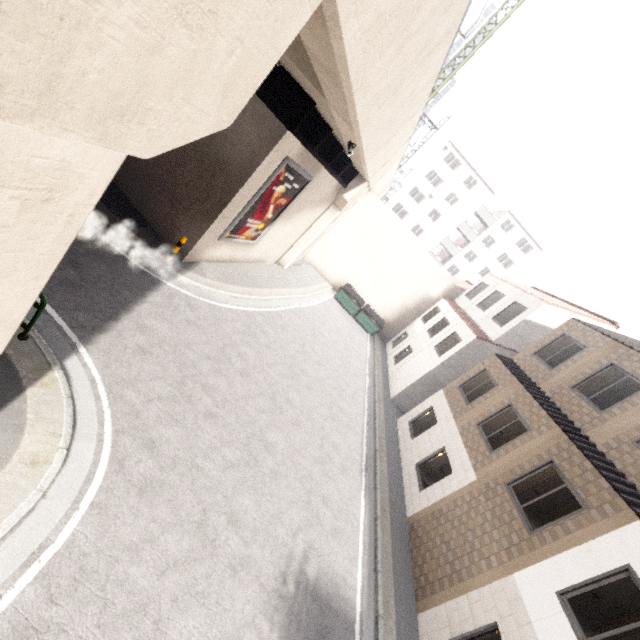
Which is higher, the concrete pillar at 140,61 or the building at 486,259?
the building at 486,259

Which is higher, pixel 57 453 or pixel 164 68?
pixel 164 68

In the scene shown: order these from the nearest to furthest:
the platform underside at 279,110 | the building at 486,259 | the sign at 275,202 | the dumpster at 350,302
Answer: the platform underside at 279,110
the sign at 275,202
the dumpster at 350,302
the building at 486,259

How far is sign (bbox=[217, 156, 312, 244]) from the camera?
11.6m

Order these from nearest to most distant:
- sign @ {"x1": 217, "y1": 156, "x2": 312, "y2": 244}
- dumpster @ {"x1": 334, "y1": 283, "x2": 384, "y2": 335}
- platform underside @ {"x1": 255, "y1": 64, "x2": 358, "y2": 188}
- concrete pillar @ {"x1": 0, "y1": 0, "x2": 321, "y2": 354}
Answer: concrete pillar @ {"x1": 0, "y1": 0, "x2": 321, "y2": 354} < platform underside @ {"x1": 255, "y1": 64, "x2": 358, "y2": 188} < sign @ {"x1": 217, "y1": 156, "x2": 312, "y2": 244} < dumpster @ {"x1": 334, "y1": 283, "x2": 384, "y2": 335}

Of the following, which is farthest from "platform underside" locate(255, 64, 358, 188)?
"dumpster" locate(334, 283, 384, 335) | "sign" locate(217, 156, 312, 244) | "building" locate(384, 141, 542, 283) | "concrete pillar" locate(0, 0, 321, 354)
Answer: "dumpster" locate(334, 283, 384, 335)

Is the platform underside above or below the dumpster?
above

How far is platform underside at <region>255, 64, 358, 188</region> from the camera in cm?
955
